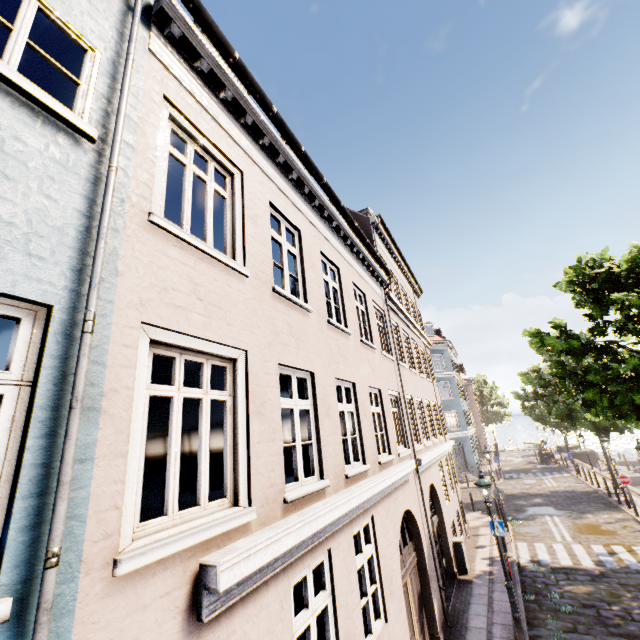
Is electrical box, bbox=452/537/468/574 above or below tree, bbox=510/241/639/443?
below

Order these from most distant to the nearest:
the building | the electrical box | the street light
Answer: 1. the electrical box
2. the street light
3. the building

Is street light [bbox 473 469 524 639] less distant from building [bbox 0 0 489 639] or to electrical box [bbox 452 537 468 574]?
electrical box [bbox 452 537 468 574]

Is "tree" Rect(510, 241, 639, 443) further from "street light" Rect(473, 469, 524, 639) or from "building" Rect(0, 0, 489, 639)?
"street light" Rect(473, 469, 524, 639)

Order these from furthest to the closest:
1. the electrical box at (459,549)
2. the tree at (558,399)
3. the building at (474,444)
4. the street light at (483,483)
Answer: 1. the electrical box at (459,549)
2. the tree at (558,399)
3. the street light at (483,483)
4. the building at (474,444)

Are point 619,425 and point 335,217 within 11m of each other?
no

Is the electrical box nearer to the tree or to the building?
the tree

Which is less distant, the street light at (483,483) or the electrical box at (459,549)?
the street light at (483,483)
